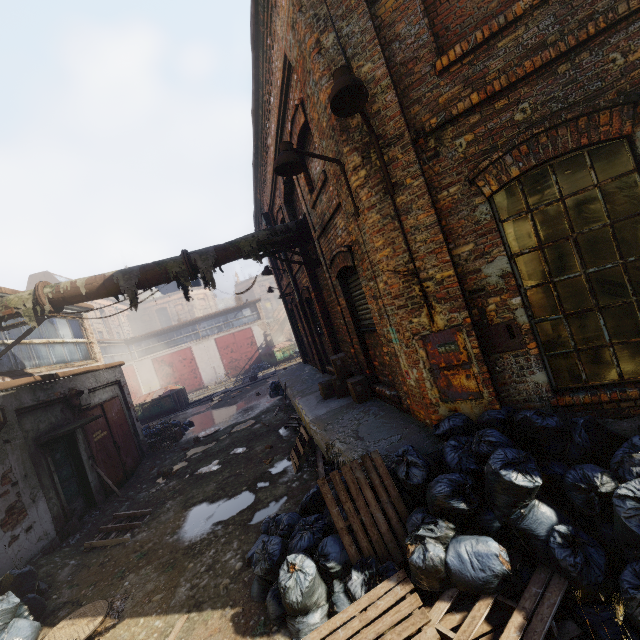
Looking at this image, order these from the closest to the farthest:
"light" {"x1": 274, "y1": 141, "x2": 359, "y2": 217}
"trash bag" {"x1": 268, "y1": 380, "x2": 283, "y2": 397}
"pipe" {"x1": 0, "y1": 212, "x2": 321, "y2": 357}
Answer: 1. "light" {"x1": 274, "y1": 141, "x2": 359, "y2": 217}
2. "pipe" {"x1": 0, "y1": 212, "x2": 321, "y2": 357}
3. "trash bag" {"x1": 268, "y1": 380, "x2": 283, "y2": 397}

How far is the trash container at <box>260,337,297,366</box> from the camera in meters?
30.1

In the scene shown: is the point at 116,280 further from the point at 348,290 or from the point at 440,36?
the point at 440,36

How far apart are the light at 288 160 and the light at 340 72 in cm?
51

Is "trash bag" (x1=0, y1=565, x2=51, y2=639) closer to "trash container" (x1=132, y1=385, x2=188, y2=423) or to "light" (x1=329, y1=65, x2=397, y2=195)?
"light" (x1=329, y1=65, x2=397, y2=195)

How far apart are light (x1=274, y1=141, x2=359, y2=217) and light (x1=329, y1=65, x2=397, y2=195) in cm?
51

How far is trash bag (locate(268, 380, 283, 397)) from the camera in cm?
1592

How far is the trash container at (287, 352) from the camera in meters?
30.1 m
